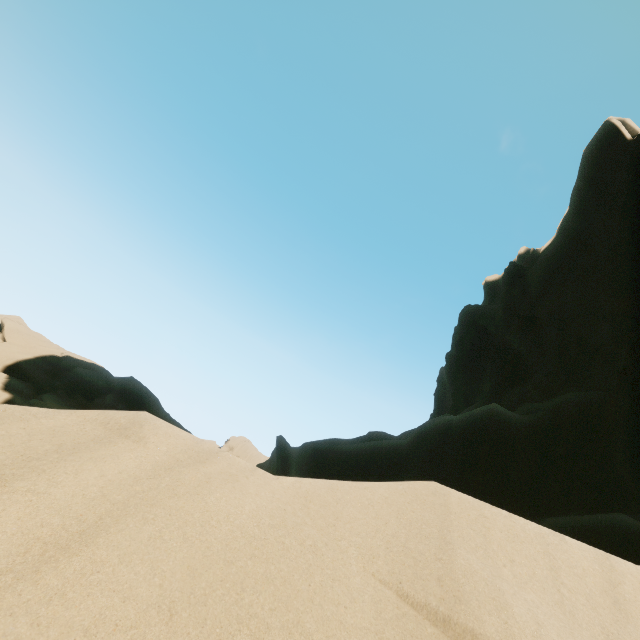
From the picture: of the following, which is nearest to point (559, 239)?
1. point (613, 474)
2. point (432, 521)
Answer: point (613, 474)
